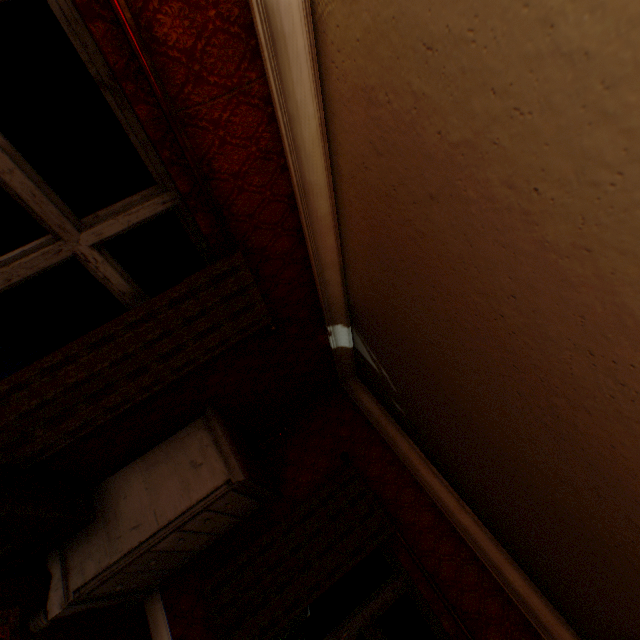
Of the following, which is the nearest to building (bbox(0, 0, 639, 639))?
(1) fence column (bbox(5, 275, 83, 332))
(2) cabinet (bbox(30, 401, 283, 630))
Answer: (2) cabinet (bbox(30, 401, 283, 630))

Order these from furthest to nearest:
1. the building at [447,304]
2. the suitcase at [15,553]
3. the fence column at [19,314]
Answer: the fence column at [19,314] → the suitcase at [15,553] → the building at [447,304]

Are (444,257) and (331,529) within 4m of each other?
yes

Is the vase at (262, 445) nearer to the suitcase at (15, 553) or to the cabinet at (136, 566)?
the cabinet at (136, 566)

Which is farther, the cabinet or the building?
the cabinet

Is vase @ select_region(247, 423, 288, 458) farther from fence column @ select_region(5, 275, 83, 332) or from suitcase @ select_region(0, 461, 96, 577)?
fence column @ select_region(5, 275, 83, 332)

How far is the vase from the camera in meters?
3.1 m

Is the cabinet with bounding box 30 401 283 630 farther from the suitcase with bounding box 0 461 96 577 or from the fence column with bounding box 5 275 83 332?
the fence column with bounding box 5 275 83 332
